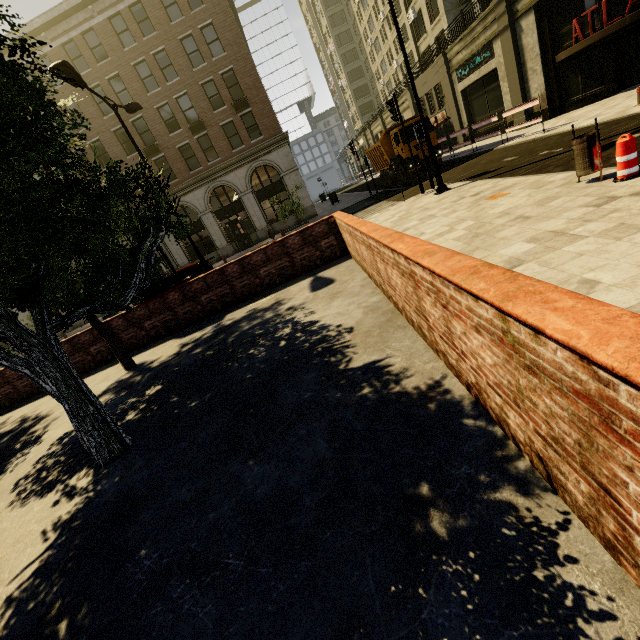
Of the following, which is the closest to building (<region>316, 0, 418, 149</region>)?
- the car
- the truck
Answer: the truck

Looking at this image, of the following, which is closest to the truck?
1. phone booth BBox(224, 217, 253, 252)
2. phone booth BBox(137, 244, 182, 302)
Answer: phone booth BBox(224, 217, 253, 252)

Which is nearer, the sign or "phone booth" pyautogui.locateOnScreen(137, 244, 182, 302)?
"phone booth" pyautogui.locateOnScreen(137, 244, 182, 302)

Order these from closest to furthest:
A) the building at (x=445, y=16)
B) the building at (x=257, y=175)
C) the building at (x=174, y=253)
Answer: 1. the building at (x=445, y=16)
2. the building at (x=257, y=175)
3. the building at (x=174, y=253)

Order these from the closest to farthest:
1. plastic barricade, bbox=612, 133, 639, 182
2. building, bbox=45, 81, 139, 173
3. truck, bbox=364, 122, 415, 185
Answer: plastic barricade, bbox=612, 133, 639, 182 < truck, bbox=364, 122, 415, 185 < building, bbox=45, 81, 139, 173

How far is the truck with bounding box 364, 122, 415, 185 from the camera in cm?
1983

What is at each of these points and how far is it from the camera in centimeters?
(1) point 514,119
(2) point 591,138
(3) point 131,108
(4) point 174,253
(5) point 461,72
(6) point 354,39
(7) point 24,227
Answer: (1) building, 2028cm
(2) trash bin, 580cm
(3) street light, 1263cm
(4) building, 2909cm
(5) sign, 2375cm
(6) building, 5916cm
(7) tree, 410cm

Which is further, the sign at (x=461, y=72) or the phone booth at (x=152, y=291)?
the sign at (x=461, y=72)
